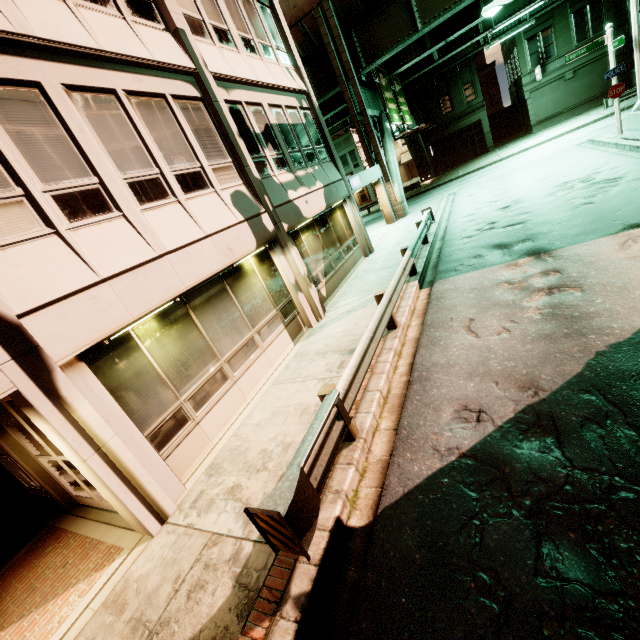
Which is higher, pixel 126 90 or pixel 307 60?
pixel 307 60

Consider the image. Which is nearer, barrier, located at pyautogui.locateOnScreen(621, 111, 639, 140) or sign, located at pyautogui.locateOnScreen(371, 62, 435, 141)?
barrier, located at pyautogui.locateOnScreen(621, 111, 639, 140)

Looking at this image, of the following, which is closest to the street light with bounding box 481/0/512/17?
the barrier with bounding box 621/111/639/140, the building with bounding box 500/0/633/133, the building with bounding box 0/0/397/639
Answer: the barrier with bounding box 621/111/639/140

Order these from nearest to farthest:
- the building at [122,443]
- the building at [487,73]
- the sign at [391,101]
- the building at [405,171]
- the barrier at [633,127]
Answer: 1. the building at [122,443]
2. the barrier at [633,127]
3. the sign at [391,101]
4. the building at [487,73]
5. the building at [405,171]

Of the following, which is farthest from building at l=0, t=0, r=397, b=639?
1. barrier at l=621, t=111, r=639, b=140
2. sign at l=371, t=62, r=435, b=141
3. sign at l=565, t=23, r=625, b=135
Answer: barrier at l=621, t=111, r=639, b=140

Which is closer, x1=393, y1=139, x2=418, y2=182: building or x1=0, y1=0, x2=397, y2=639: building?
x1=0, y1=0, x2=397, y2=639: building

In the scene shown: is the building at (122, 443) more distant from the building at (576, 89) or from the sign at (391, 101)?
the building at (576, 89)

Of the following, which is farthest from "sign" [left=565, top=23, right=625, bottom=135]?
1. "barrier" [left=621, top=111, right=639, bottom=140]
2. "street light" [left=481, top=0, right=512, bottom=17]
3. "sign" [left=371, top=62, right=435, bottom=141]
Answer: "sign" [left=371, top=62, right=435, bottom=141]
